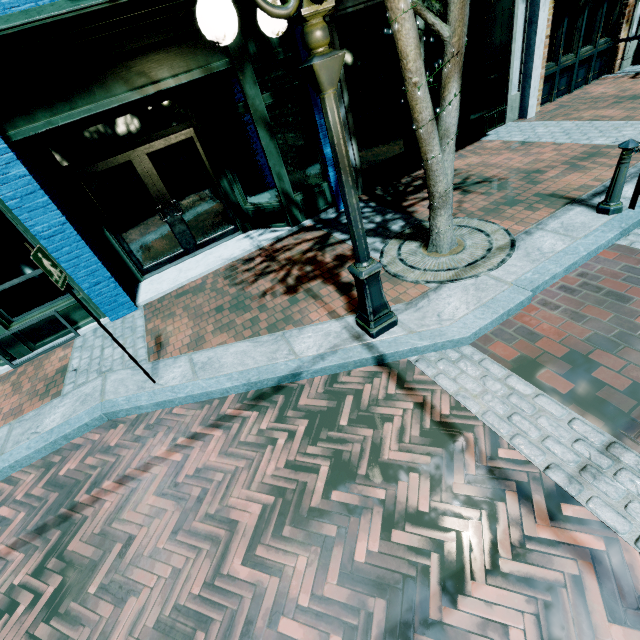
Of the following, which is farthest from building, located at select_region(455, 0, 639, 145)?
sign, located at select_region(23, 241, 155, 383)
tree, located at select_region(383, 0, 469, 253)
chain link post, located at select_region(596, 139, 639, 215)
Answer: chain link post, located at select_region(596, 139, 639, 215)

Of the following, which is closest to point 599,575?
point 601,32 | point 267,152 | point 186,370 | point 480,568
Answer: point 480,568

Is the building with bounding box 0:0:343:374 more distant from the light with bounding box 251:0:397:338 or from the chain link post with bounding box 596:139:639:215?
the chain link post with bounding box 596:139:639:215

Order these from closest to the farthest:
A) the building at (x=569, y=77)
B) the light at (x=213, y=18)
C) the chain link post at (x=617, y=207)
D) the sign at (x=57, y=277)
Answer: the light at (x=213, y=18), the sign at (x=57, y=277), the chain link post at (x=617, y=207), the building at (x=569, y=77)

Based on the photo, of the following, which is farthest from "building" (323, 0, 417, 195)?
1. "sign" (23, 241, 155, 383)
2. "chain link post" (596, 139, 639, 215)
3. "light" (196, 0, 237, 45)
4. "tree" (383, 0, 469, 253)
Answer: "chain link post" (596, 139, 639, 215)

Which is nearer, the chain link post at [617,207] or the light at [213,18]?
the light at [213,18]

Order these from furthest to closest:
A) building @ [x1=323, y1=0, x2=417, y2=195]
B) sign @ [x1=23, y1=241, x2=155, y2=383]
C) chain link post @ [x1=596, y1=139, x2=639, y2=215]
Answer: building @ [x1=323, y1=0, x2=417, y2=195] → chain link post @ [x1=596, y1=139, x2=639, y2=215] → sign @ [x1=23, y1=241, x2=155, y2=383]

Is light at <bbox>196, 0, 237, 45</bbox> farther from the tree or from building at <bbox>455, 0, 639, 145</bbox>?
building at <bbox>455, 0, 639, 145</bbox>
